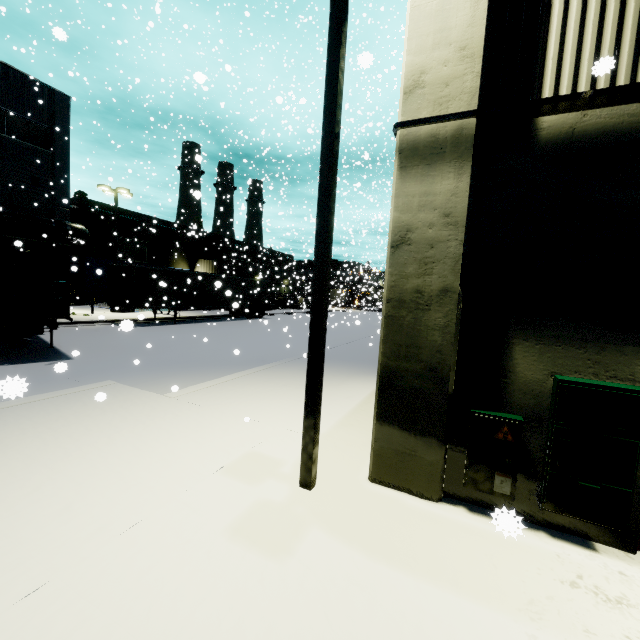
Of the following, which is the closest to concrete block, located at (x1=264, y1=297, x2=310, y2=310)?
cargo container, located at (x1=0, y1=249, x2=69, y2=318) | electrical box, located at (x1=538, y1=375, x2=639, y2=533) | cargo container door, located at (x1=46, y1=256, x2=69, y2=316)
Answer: cargo container, located at (x1=0, y1=249, x2=69, y2=318)

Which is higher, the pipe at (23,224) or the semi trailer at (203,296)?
the pipe at (23,224)

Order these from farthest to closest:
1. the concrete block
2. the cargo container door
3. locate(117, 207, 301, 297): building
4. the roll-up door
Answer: the concrete block < locate(117, 207, 301, 297): building < the roll-up door < the cargo container door

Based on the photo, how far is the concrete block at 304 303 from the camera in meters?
43.2 m

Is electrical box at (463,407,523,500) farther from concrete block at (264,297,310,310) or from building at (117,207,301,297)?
concrete block at (264,297,310,310)

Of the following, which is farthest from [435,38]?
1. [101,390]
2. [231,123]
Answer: [231,123]

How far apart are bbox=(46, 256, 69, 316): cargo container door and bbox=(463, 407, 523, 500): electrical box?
11.4m

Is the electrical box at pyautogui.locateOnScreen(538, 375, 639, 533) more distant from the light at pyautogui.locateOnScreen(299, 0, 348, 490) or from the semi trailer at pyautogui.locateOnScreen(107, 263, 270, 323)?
the semi trailer at pyautogui.locateOnScreen(107, 263, 270, 323)
